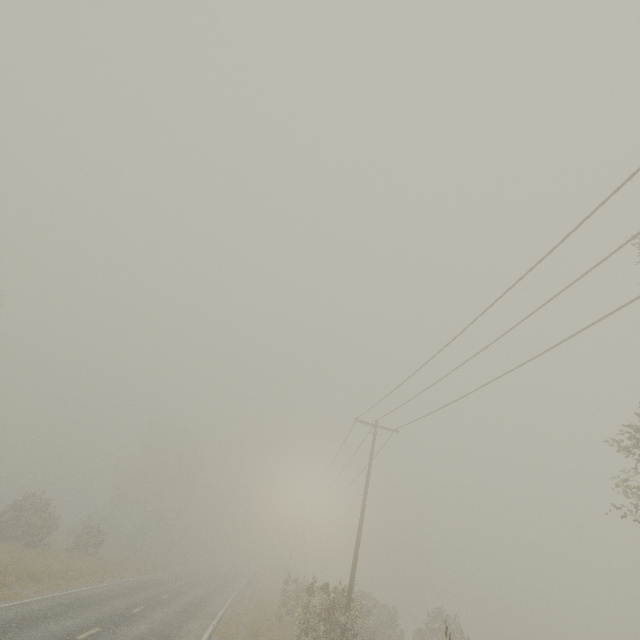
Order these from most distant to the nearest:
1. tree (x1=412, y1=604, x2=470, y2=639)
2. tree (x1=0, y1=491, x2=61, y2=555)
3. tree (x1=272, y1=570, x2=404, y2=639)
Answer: tree (x1=0, y1=491, x2=61, y2=555) → tree (x1=412, y1=604, x2=470, y2=639) → tree (x1=272, y1=570, x2=404, y2=639)

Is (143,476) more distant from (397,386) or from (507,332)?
(507,332)

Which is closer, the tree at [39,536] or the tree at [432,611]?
the tree at [432,611]

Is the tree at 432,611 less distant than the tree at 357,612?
No

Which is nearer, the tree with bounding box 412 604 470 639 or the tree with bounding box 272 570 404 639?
the tree with bounding box 272 570 404 639

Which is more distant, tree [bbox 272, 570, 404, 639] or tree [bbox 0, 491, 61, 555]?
tree [bbox 0, 491, 61, 555]
